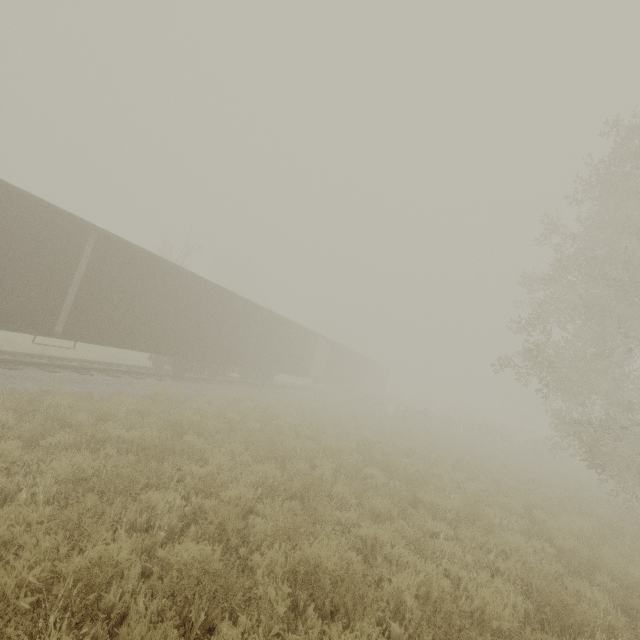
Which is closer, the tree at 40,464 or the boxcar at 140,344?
the tree at 40,464

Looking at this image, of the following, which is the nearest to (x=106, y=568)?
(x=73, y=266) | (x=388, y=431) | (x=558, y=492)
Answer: (x=73, y=266)

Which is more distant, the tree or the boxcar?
the boxcar
